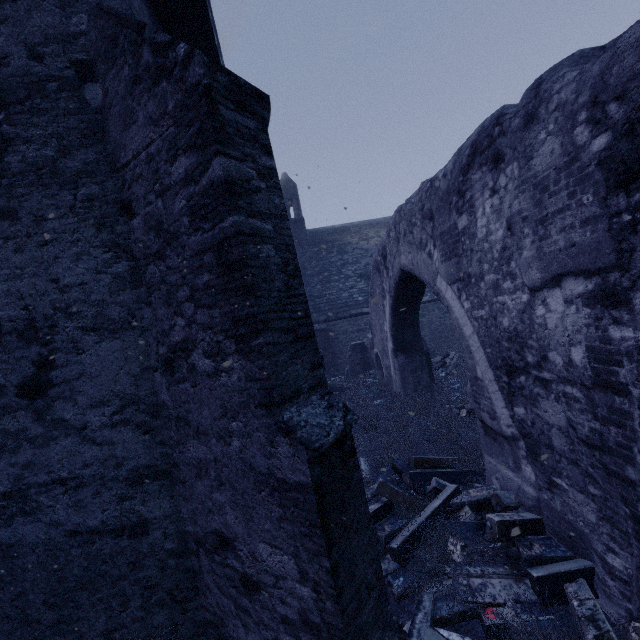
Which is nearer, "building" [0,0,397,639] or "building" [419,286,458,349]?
"building" [0,0,397,639]

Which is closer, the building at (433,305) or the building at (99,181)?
the building at (99,181)

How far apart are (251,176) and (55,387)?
2.7m

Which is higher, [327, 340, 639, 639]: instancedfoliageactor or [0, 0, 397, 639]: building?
[0, 0, 397, 639]: building

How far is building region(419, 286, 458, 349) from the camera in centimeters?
1630cm

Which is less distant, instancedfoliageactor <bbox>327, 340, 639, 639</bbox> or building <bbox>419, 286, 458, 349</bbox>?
instancedfoliageactor <bbox>327, 340, 639, 639</bbox>

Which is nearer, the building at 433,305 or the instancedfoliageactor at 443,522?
the instancedfoliageactor at 443,522
